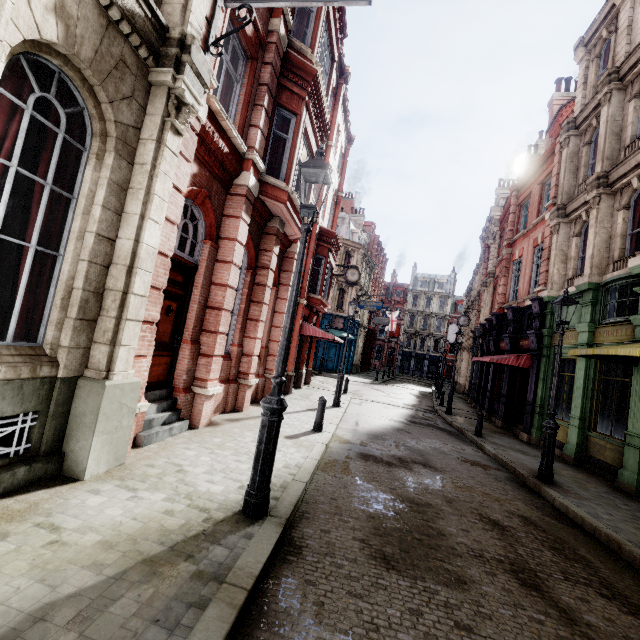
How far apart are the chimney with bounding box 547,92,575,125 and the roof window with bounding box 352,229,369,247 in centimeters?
1873cm

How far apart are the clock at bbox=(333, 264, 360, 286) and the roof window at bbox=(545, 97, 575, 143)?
11.77m

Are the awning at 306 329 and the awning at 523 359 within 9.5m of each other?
yes

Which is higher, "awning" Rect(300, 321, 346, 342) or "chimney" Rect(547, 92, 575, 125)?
"chimney" Rect(547, 92, 575, 125)

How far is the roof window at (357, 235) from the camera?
36.53m

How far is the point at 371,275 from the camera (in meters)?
41.56

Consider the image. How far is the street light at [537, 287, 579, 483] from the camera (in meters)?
7.86

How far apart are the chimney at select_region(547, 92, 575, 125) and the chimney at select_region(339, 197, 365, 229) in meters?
24.8
